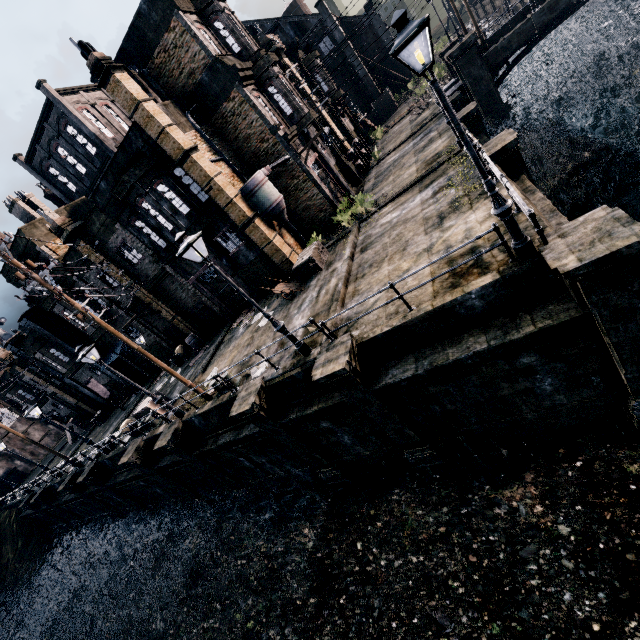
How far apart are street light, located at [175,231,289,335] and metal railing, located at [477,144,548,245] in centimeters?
763cm

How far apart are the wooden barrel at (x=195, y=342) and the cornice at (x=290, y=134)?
15.50m

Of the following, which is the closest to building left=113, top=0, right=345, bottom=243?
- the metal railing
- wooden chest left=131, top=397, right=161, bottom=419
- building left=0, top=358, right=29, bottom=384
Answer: wooden chest left=131, top=397, right=161, bottom=419

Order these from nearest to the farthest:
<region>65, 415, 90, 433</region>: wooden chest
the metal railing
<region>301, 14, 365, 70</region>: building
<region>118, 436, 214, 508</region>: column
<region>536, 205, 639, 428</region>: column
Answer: <region>536, 205, 639, 428</region>: column, the metal railing, <region>118, 436, 214, 508</region>: column, <region>301, 14, 365, 70</region>: building, <region>65, 415, 90, 433</region>: wooden chest

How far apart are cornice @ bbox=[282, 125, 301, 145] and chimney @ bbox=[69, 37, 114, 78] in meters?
9.0

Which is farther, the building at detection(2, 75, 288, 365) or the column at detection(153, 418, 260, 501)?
the building at detection(2, 75, 288, 365)

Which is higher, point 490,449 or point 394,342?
point 394,342

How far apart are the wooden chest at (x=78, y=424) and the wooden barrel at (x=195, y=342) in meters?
24.7 m
